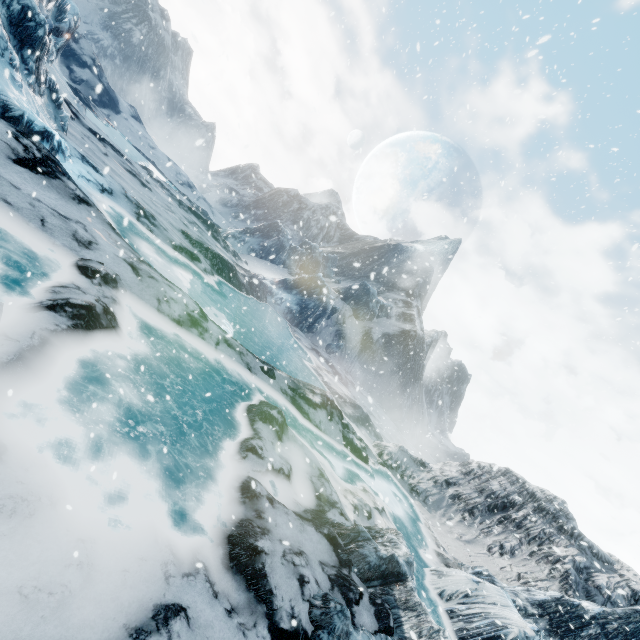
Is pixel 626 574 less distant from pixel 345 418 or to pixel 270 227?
pixel 345 418
